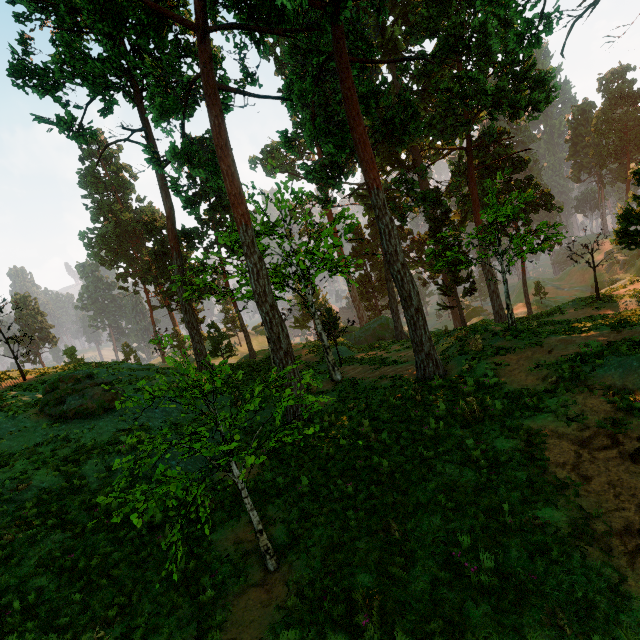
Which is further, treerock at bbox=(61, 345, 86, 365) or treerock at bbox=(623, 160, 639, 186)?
treerock at bbox=(61, 345, 86, 365)

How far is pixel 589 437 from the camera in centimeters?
806cm

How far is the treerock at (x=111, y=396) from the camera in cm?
1320

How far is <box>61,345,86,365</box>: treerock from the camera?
25.2 meters

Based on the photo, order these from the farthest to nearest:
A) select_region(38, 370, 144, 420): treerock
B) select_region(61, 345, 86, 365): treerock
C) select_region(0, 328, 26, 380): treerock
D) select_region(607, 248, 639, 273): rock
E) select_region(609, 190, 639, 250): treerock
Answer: select_region(607, 248, 639, 273): rock → select_region(61, 345, 86, 365): treerock → select_region(609, 190, 639, 250): treerock → select_region(0, 328, 26, 380): treerock → select_region(38, 370, 144, 420): treerock

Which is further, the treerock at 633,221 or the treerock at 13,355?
the treerock at 633,221
